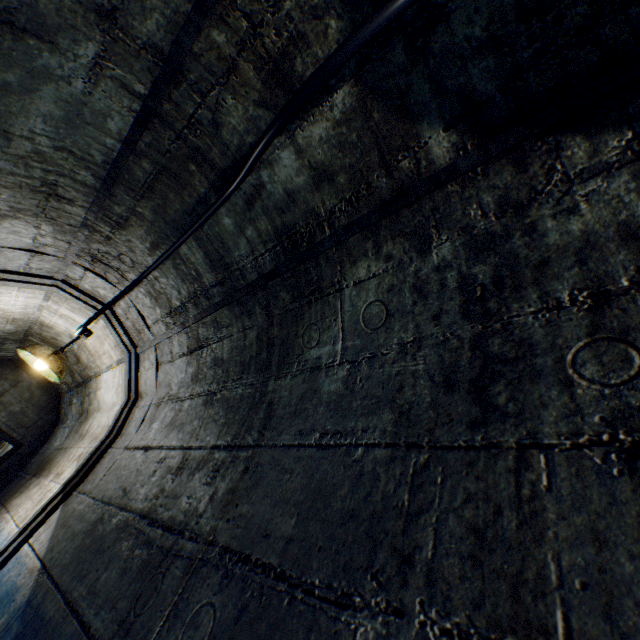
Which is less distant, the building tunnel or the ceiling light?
the building tunnel

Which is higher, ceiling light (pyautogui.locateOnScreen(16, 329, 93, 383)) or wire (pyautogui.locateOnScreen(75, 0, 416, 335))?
wire (pyautogui.locateOnScreen(75, 0, 416, 335))

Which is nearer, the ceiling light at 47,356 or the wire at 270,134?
the wire at 270,134

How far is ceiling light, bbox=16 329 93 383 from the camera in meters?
2.8 m

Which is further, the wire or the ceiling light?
the ceiling light

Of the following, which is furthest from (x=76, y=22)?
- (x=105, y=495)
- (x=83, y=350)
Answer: (x=83, y=350)

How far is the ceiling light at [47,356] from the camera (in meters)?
2.80
